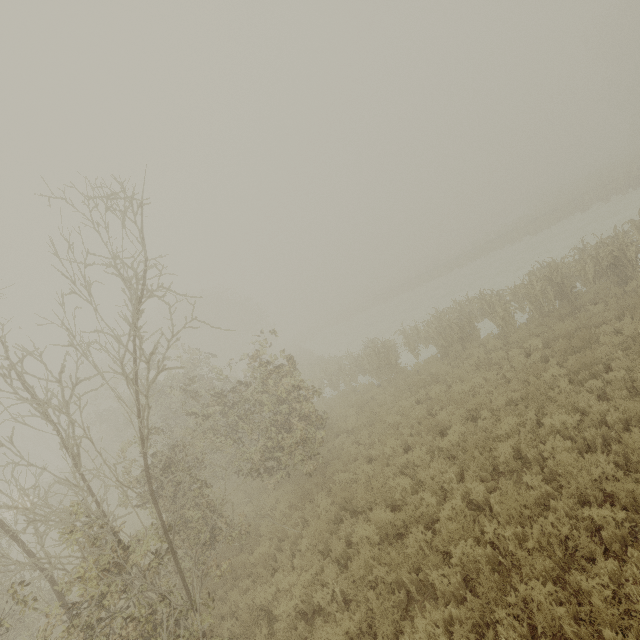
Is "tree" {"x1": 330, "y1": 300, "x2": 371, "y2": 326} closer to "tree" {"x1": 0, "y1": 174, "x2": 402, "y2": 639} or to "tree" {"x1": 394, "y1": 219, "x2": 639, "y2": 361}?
"tree" {"x1": 0, "y1": 174, "x2": 402, "y2": 639}

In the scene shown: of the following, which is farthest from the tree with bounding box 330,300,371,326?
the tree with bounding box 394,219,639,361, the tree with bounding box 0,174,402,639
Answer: the tree with bounding box 394,219,639,361

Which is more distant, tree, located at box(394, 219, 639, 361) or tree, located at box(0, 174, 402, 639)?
tree, located at box(394, 219, 639, 361)

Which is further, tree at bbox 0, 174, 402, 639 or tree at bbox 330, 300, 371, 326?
tree at bbox 330, 300, 371, 326

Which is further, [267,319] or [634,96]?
[267,319]

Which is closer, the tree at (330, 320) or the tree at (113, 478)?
the tree at (113, 478)

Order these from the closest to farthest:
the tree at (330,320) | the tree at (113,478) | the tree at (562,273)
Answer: the tree at (113,478), the tree at (562,273), the tree at (330,320)

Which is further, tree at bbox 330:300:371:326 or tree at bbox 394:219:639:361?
tree at bbox 330:300:371:326
